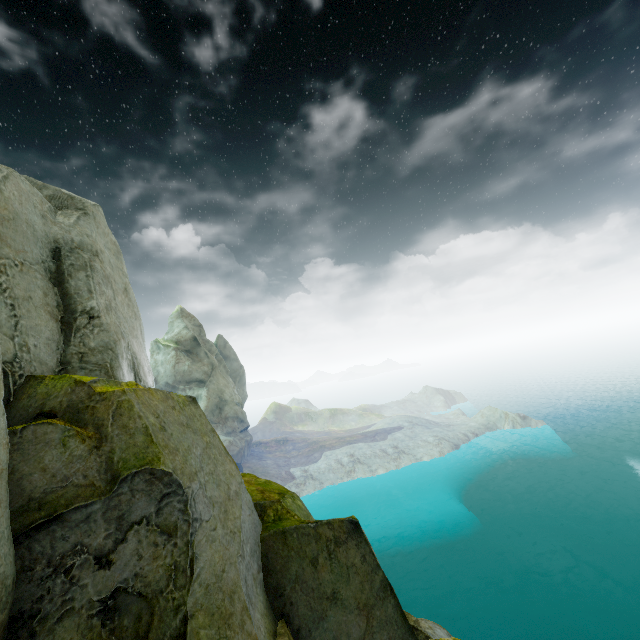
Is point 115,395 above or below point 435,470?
above
